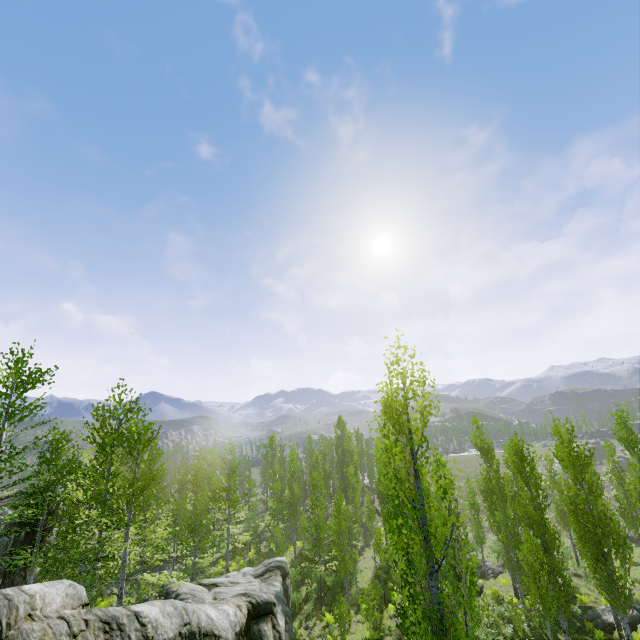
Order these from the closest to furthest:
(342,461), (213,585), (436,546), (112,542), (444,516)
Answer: (436,546)
(112,542)
(444,516)
(213,585)
(342,461)

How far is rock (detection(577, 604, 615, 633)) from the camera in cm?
1806

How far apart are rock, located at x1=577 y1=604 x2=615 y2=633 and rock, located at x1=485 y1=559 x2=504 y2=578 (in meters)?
8.84

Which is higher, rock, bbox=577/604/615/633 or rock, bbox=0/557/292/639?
rock, bbox=0/557/292/639

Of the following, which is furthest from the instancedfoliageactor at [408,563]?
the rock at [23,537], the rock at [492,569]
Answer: the rock at [492,569]

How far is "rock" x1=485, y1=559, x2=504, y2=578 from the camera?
27.64m

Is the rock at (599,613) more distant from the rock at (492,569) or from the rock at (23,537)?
the rock at (23,537)

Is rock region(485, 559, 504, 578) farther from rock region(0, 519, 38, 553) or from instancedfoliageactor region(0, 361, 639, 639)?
rock region(0, 519, 38, 553)
